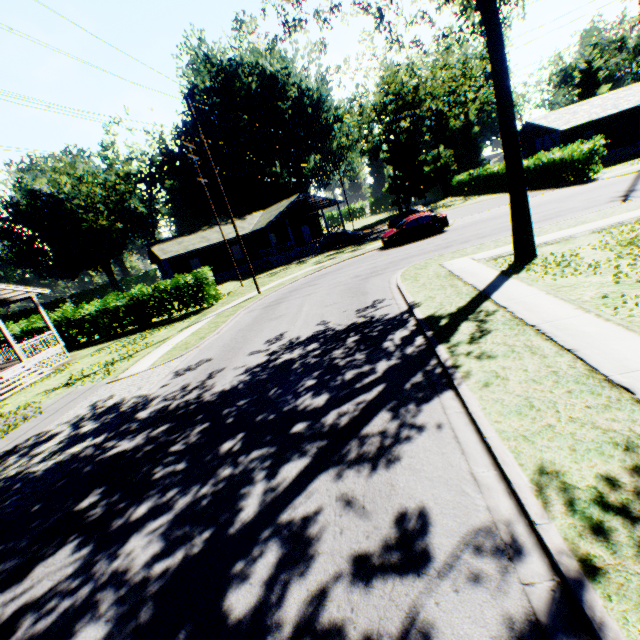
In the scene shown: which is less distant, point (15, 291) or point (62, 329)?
point (15, 291)

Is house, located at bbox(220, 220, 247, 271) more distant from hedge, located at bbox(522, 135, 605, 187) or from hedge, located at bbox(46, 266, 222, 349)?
hedge, located at bbox(522, 135, 605, 187)

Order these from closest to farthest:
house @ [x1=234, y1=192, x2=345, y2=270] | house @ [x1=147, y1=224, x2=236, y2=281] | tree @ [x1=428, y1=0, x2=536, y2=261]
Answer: tree @ [x1=428, y1=0, x2=536, y2=261] < house @ [x1=147, y1=224, x2=236, y2=281] < house @ [x1=234, y1=192, x2=345, y2=270]

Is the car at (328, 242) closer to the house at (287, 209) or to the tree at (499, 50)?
the house at (287, 209)

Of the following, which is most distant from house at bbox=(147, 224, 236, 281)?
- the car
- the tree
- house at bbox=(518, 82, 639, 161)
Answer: the tree

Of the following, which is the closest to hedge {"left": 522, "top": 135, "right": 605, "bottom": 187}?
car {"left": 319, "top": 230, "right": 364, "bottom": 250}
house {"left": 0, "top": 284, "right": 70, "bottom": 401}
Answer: car {"left": 319, "top": 230, "right": 364, "bottom": 250}

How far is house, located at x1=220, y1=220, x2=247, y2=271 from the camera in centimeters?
3741cm

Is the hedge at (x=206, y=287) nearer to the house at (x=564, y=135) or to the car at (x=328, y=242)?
the car at (x=328, y=242)
